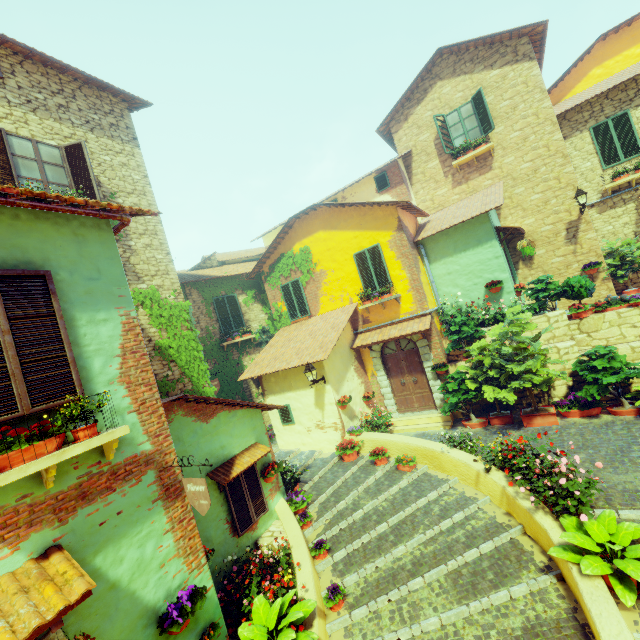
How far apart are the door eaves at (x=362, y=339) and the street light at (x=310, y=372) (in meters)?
1.98

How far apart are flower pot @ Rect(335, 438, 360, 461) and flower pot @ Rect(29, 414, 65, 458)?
7.5m

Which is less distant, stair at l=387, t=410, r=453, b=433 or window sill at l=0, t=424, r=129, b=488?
window sill at l=0, t=424, r=129, b=488

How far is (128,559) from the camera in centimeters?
394cm

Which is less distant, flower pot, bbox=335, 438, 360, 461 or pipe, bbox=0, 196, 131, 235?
pipe, bbox=0, 196, 131, 235

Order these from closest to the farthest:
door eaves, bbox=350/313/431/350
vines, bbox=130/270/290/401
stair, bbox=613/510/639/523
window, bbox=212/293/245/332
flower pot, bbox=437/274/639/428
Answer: stair, bbox=613/510/639/523 → flower pot, bbox=437/274/639/428 → vines, bbox=130/270/290/401 → door eaves, bbox=350/313/431/350 → window, bbox=212/293/245/332

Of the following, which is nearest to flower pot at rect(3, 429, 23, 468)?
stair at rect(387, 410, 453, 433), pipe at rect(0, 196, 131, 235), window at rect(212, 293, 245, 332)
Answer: pipe at rect(0, 196, 131, 235)

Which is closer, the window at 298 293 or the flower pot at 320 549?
the flower pot at 320 549
